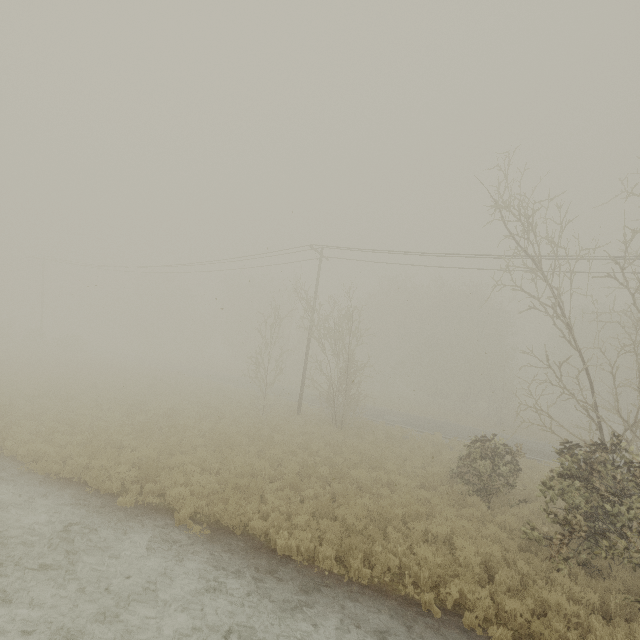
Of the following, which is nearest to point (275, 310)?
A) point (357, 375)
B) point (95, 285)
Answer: point (357, 375)
